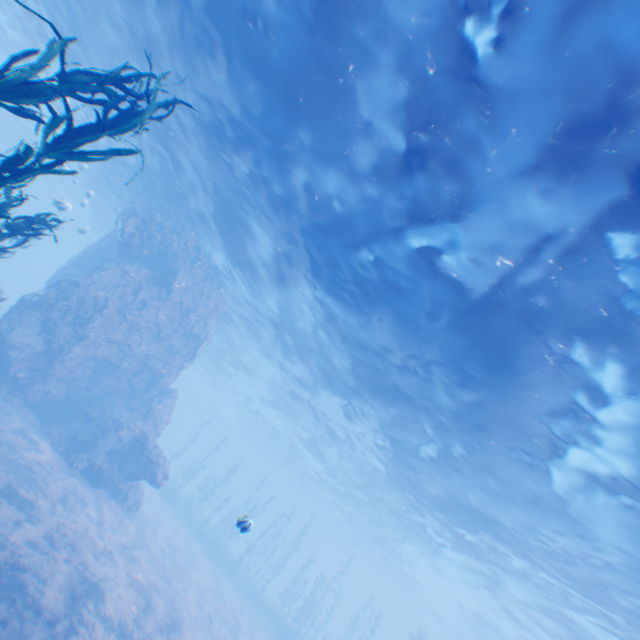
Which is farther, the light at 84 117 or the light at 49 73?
the light at 84 117

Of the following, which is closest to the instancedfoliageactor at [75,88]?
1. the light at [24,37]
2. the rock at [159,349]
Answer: the rock at [159,349]

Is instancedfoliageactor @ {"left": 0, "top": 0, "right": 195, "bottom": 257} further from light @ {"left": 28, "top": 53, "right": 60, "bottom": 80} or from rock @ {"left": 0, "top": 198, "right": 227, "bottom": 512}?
light @ {"left": 28, "top": 53, "right": 60, "bottom": 80}

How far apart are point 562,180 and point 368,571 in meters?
72.3 m

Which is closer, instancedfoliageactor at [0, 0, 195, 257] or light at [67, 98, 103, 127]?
instancedfoliageactor at [0, 0, 195, 257]

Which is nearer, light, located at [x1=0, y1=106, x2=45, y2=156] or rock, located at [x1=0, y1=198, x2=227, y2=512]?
rock, located at [x1=0, y1=198, x2=227, y2=512]
